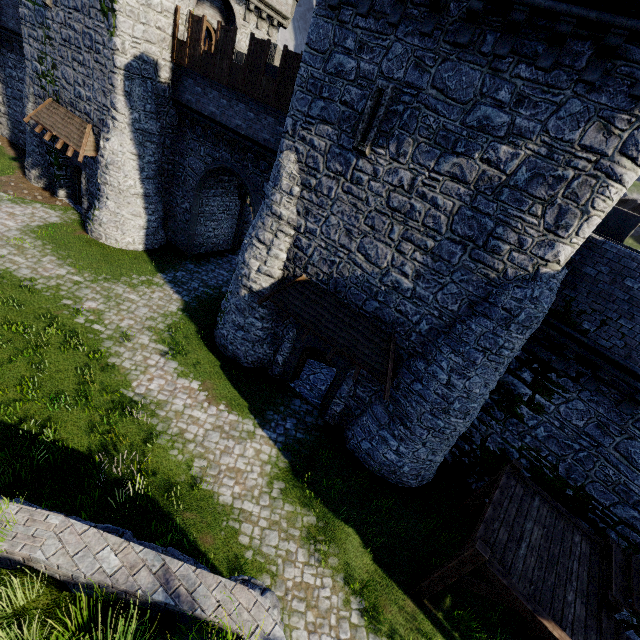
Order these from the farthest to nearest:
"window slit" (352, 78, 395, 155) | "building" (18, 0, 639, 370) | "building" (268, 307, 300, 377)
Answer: "building" (268, 307, 300, 377), "window slit" (352, 78, 395, 155), "building" (18, 0, 639, 370)

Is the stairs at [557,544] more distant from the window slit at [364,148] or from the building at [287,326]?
the window slit at [364,148]

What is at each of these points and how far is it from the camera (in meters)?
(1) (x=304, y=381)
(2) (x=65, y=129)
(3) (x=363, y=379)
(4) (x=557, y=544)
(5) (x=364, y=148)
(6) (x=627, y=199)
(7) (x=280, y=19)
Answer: (1) building, 15.58
(2) awning, 17.77
(3) building, 12.68
(4) stairs, 8.82
(5) window slit, 9.90
(6) rock, 59.50
(7) building, 19.39

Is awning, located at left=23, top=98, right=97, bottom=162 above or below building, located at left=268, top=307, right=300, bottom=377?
above

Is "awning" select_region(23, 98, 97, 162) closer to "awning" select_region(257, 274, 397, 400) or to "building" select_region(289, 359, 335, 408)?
"building" select_region(289, 359, 335, 408)

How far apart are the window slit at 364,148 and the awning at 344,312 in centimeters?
456cm

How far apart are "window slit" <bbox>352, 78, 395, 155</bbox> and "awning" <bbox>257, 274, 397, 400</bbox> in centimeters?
456cm

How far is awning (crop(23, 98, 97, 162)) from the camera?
17.2m
